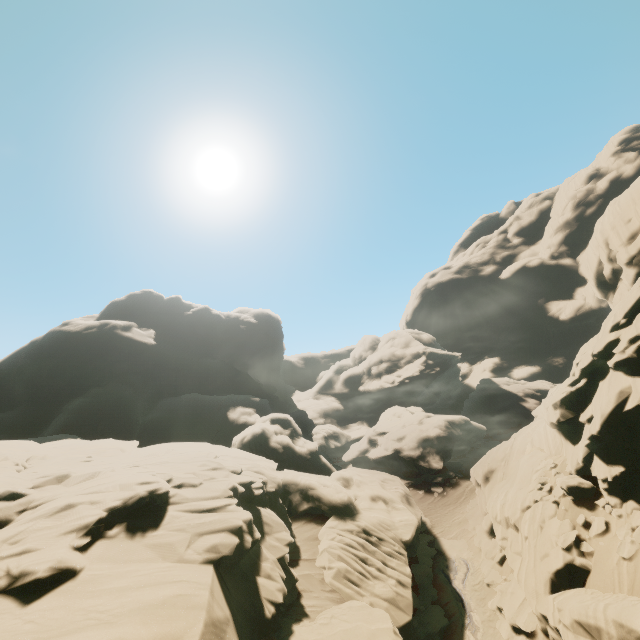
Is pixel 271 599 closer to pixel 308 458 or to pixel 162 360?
pixel 308 458

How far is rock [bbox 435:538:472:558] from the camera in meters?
23.0

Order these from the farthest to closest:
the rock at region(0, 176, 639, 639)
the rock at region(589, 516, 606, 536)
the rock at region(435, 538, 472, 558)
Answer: the rock at region(435, 538, 472, 558), the rock at region(589, 516, 606, 536), the rock at region(0, 176, 639, 639)

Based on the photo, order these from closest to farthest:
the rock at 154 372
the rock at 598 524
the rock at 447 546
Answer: the rock at 154 372, the rock at 598 524, the rock at 447 546

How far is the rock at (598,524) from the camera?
14.97m

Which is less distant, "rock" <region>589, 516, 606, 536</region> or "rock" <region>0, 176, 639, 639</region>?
"rock" <region>0, 176, 639, 639</region>
